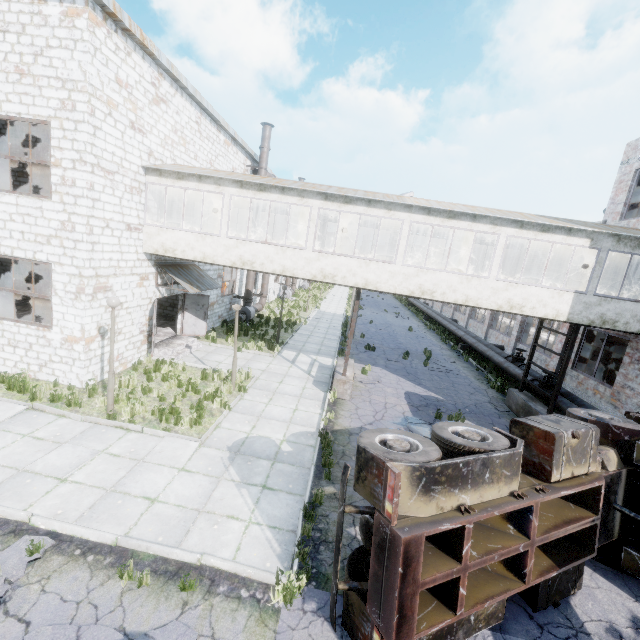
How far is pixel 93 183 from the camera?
9.47m

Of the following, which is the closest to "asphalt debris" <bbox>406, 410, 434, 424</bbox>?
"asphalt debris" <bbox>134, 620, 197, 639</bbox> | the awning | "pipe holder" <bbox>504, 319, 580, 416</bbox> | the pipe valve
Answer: "pipe holder" <bbox>504, 319, 580, 416</bbox>

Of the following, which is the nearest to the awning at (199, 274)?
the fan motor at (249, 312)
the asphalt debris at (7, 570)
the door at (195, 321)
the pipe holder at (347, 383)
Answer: the door at (195, 321)

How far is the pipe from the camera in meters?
12.5 m

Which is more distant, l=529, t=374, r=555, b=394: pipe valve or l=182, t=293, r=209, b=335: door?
l=182, t=293, r=209, b=335: door

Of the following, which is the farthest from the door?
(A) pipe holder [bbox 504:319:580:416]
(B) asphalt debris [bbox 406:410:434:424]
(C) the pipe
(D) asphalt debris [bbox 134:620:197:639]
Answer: (A) pipe holder [bbox 504:319:580:416]

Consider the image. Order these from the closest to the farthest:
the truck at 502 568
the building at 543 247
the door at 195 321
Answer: the truck at 502 568 < the building at 543 247 < the door at 195 321

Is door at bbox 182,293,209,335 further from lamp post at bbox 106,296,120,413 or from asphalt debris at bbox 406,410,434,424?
asphalt debris at bbox 406,410,434,424
